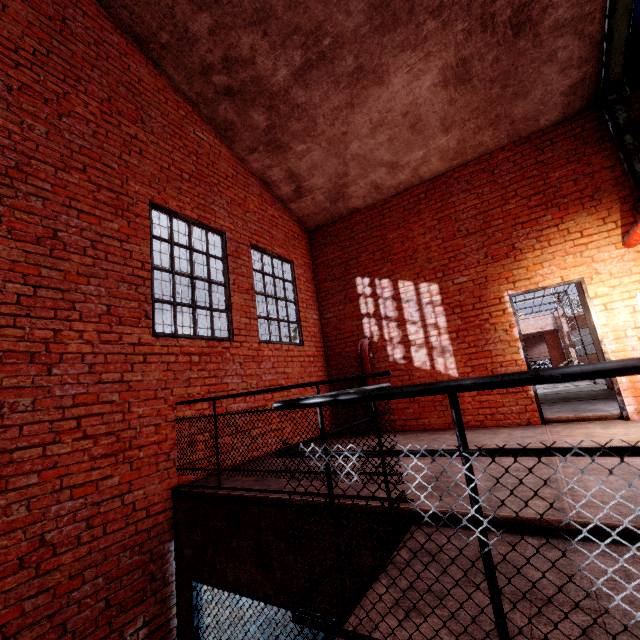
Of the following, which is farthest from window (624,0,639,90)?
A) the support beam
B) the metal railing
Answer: the metal railing

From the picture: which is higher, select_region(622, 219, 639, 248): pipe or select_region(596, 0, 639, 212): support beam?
select_region(596, 0, 639, 212): support beam

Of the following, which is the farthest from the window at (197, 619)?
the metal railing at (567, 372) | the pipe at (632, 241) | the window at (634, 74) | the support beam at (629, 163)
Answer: the window at (634, 74)

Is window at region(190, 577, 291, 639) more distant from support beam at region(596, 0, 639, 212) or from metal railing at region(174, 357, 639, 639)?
support beam at region(596, 0, 639, 212)

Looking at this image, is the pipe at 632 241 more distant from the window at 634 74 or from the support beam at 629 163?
the window at 634 74

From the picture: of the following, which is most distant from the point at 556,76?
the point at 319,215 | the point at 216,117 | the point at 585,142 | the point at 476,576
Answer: the point at 476,576

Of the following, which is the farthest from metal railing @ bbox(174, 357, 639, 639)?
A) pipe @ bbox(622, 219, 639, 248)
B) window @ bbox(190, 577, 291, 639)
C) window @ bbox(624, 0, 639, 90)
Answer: window @ bbox(624, 0, 639, 90)

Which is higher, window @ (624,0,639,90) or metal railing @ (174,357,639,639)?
window @ (624,0,639,90)
